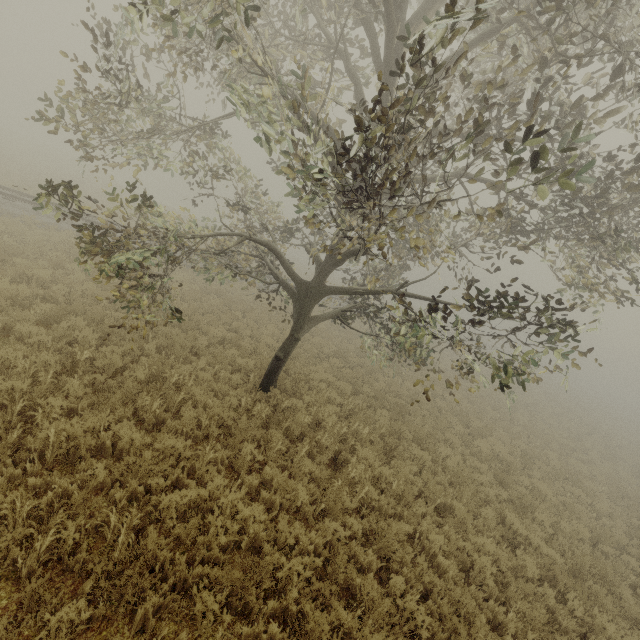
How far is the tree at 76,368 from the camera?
6.4 meters

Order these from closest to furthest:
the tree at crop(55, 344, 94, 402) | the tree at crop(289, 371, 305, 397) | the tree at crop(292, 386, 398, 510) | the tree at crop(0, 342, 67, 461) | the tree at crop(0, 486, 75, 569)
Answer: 1. the tree at crop(0, 486, 75, 569)
2. the tree at crop(0, 342, 67, 461)
3. the tree at crop(55, 344, 94, 402)
4. the tree at crop(292, 386, 398, 510)
5. the tree at crop(289, 371, 305, 397)

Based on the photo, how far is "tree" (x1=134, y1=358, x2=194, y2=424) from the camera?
6.83m

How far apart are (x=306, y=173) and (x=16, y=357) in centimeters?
723cm

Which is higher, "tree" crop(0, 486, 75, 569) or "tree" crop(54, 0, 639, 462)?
"tree" crop(54, 0, 639, 462)
